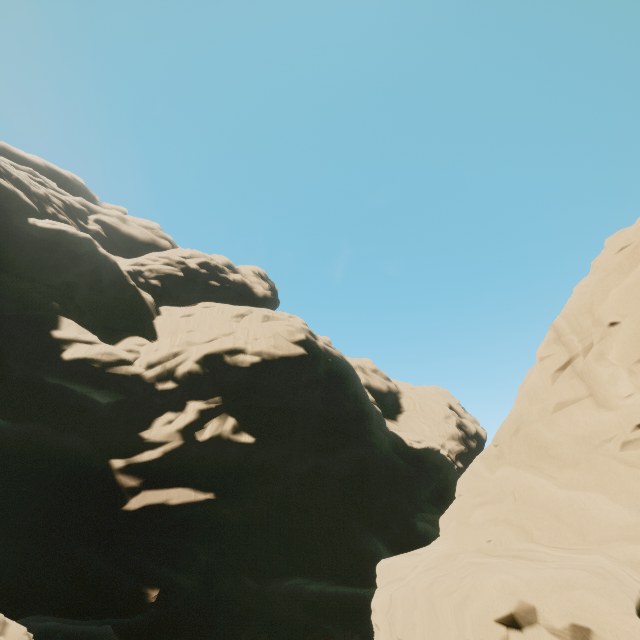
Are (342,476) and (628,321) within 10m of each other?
no
